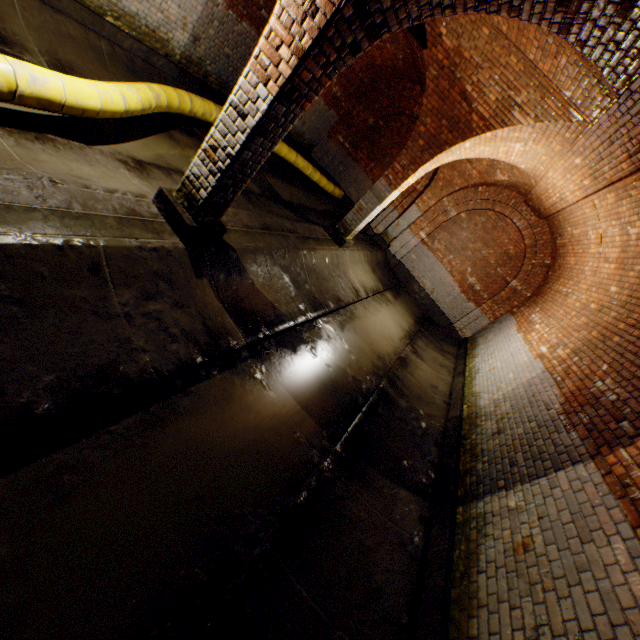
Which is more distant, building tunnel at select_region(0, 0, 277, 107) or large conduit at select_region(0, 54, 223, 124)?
building tunnel at select_region(0, 0, 277, 107)

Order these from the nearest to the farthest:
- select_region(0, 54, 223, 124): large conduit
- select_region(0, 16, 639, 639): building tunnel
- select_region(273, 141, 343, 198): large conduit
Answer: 1. select_region(0, 16, 639, 639): building tunnel
2. select_region(0, 54, 223, 124): large conduit
3. select_region(273, 141, 343, 198): large conduit

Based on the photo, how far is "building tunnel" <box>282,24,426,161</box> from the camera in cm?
837

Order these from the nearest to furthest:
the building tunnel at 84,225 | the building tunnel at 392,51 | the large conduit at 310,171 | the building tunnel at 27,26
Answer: the building tunnel at 84,225 → the building tunnel at 27,26 → the building tunnel at 392,51 → the large conduit at 310,171

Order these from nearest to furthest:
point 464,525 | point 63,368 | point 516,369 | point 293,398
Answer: point 63,368 → point 464,525 → point 293,398 → point 516,369

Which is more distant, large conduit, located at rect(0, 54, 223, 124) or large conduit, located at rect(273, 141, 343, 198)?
large conduit, located at rect(273, 141, 343, 198)

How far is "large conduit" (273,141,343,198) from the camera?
10.0m

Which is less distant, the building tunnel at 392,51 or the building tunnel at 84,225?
the building tunnel at 84,225
